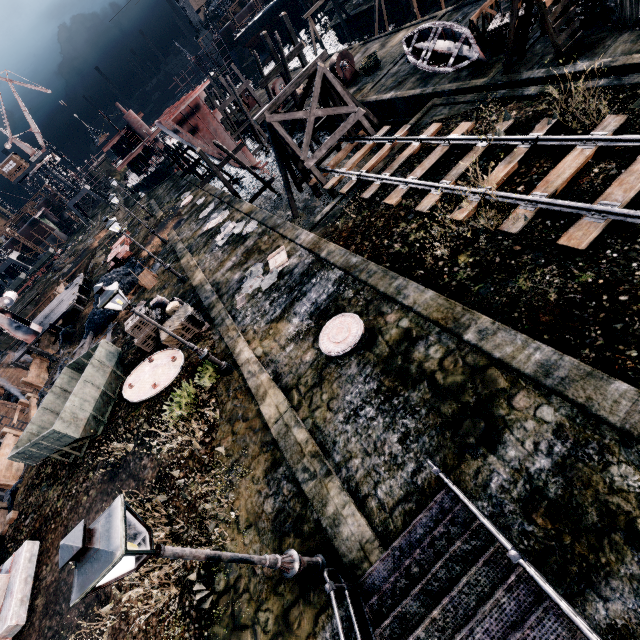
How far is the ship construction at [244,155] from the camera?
34.4 meters

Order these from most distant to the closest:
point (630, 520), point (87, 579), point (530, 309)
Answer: point (530, 309) → point (630, 520) → point (87, 579)

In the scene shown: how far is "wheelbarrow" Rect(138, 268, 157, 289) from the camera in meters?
25.7

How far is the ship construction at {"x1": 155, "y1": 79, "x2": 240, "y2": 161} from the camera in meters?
29.9

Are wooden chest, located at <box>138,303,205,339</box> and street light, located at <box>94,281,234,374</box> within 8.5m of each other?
yes

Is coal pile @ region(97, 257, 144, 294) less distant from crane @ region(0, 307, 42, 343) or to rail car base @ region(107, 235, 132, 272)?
rail car base @ region(107, 235, 132, 272)

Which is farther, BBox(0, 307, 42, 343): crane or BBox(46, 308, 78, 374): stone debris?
BBox(46, 308, 78, 374): stone debris

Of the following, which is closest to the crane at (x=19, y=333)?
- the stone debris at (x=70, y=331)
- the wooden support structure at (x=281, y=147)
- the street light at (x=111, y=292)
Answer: the stone debris at (x=70, y=331)
